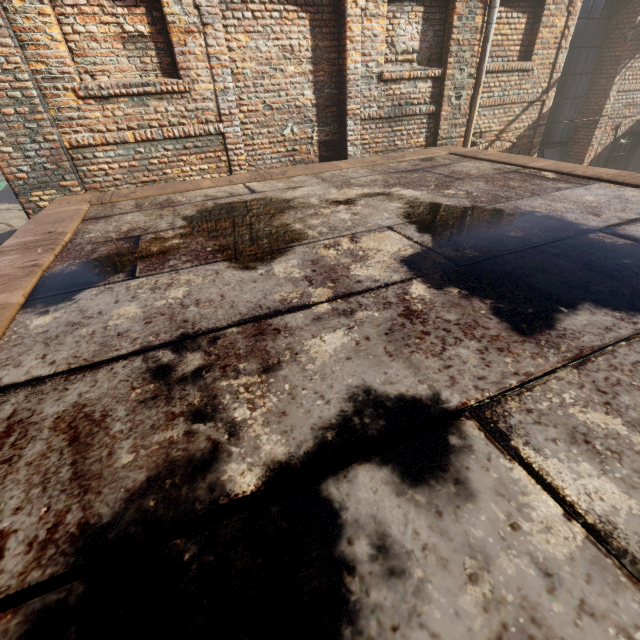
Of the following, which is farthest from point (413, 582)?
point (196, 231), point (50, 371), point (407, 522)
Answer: point (196, 231)

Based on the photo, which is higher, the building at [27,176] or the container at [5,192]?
the building at [27,176]

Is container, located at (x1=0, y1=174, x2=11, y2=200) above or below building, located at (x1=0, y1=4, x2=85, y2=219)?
below

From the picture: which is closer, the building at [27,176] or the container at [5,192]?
the building at [27,176]

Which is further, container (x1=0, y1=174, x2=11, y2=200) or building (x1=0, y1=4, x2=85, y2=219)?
container (x1=0, y1=174, x2=11, y2=200)
